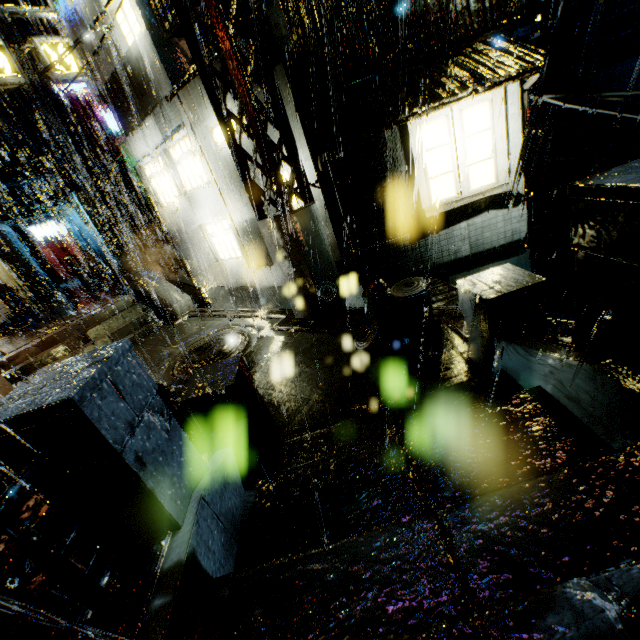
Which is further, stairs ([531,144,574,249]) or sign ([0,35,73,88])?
stairs ([531,144,574,249])

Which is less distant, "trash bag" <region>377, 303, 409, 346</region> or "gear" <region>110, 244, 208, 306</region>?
"trash bag" <region>377, 303, 409, 346</region>

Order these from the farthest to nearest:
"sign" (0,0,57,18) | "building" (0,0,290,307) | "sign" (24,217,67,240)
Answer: "sign" (24,217,67,240) < "sign" (0,0,57,18) < "building" (0,0,290,307)

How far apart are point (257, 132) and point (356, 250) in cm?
376

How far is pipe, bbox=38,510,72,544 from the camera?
4.1m

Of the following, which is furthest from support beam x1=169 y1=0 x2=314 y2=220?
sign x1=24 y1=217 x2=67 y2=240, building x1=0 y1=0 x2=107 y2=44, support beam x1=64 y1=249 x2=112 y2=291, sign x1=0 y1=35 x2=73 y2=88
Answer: sign x1=24 y1=217 x2=67 y2=240

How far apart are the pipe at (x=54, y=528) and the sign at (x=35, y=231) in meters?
29.5 m

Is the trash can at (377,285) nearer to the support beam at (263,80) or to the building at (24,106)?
the building at (24,106)
